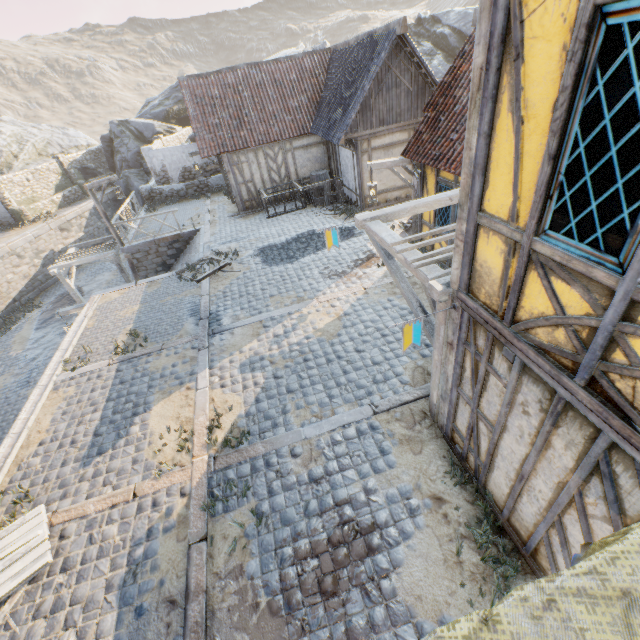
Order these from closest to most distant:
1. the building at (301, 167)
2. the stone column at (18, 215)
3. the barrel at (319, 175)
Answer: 1. the building at (301, 167)
2. the barrel at (319, 175)
3. the stone column at (18, 215)

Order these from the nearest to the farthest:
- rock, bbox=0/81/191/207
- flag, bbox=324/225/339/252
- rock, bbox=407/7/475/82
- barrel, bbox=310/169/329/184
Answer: flag, bbox=324/225/339/252, barrel, bbox=310/169/329/184, rock, bbox=407/7/475/82, rock, bbox=0/81/191/207

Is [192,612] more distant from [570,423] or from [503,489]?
[570,423]

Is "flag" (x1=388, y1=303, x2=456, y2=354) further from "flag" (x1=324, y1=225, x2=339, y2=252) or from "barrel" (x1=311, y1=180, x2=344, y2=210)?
"barrel" (x1=311, y1=180, x2=344, y2=210)

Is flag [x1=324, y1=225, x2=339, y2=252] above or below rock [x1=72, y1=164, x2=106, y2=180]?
above

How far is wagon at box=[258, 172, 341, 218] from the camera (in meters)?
15.19

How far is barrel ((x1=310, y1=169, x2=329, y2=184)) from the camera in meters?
15.9 m

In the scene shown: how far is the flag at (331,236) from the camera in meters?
6.6 m
